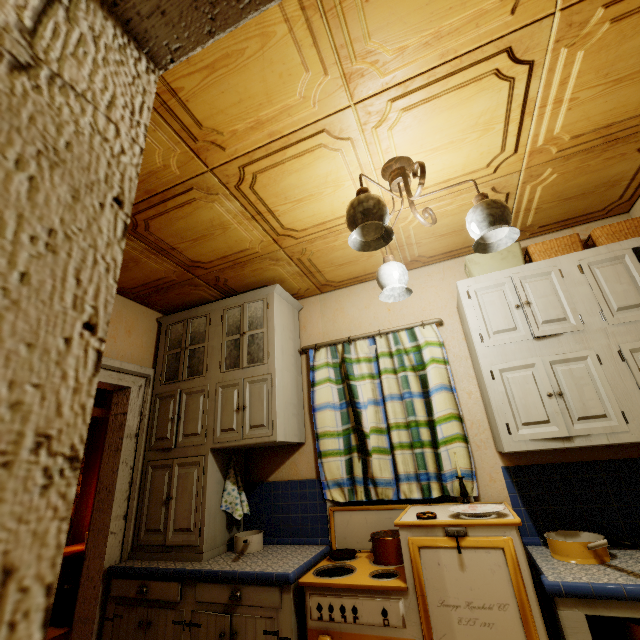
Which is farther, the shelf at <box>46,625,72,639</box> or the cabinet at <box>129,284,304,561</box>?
the cabinet at <box>129,284,304,561</box>

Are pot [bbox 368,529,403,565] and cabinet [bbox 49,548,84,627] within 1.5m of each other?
no

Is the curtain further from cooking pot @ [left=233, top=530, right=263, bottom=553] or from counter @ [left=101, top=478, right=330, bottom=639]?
cooking pot @ [left=233, top=530, right=263, bottom=553]

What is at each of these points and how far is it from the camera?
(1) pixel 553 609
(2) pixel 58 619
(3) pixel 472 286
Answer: (1) counter, 1.5m
(2) cabinet, 2.6m
(3) cabinet, 2.2m

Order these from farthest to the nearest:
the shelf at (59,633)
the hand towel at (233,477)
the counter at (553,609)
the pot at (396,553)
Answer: the hand towel at (233,477) < the pot at (396,553) < the counter at (553,609) < the shelf at (59,633)

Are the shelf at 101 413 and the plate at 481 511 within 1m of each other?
no

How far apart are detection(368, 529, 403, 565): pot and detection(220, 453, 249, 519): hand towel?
1.0m

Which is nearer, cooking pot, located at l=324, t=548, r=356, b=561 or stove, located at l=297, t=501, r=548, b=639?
stove, located at l=297, t=501, r=548, b=639
